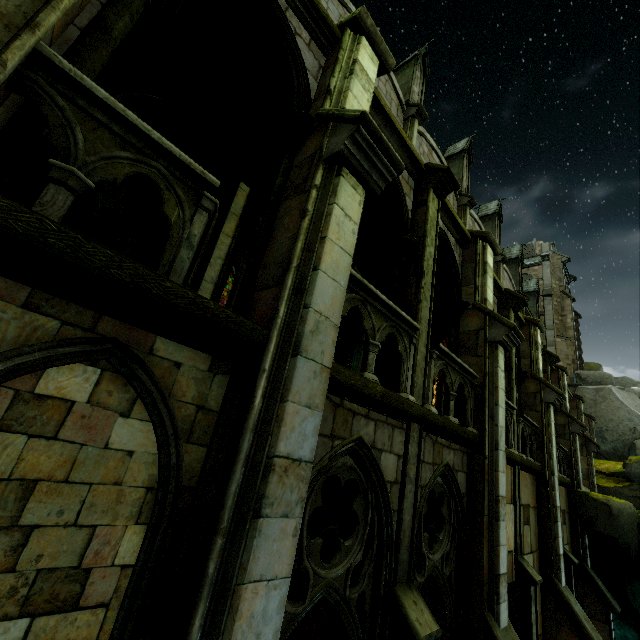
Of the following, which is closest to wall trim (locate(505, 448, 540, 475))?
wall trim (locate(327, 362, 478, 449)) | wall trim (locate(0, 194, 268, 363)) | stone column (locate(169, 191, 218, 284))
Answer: wall trim (locate(327, 362, 478, 449))

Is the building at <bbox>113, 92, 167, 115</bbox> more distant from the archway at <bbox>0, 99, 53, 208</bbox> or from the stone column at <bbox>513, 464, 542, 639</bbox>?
the stone column at <bbox>513, 464, 542, 639</bbox>

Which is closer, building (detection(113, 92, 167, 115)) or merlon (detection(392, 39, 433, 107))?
building (detection(113, 92, 167, 115))

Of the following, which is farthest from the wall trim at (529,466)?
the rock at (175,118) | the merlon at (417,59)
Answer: the merlon at (417,59)

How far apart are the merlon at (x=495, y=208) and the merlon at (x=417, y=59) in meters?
10.6 m

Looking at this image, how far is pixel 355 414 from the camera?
4.3 meters

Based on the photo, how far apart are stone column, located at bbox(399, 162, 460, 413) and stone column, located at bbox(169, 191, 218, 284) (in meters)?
3.52

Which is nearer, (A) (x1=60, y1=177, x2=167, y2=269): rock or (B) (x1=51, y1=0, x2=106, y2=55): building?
(B) (x1=51, y1=0, x2=106, y2=55): building
